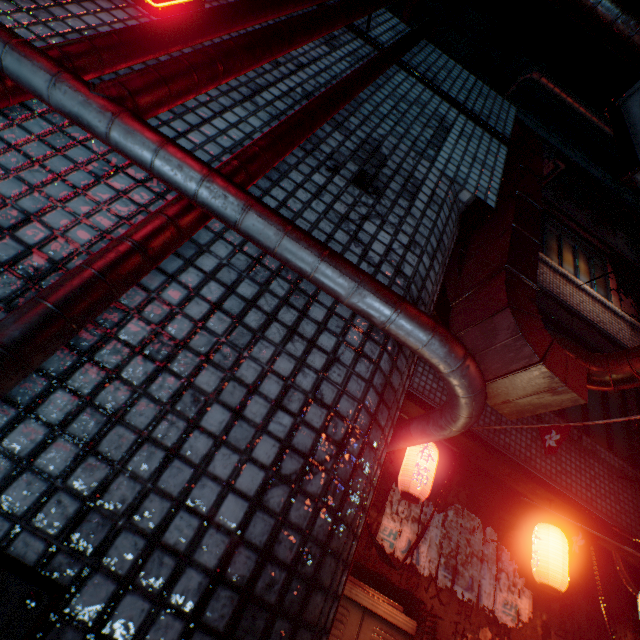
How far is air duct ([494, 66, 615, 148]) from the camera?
7.9 meters

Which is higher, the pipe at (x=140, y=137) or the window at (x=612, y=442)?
the window at (x=612, y=442)

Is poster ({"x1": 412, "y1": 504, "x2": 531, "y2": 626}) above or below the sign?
below

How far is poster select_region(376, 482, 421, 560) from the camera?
2.61m

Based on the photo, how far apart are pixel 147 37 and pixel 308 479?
1.5 meters

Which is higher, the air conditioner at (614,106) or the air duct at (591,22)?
the air duct at (591,22)

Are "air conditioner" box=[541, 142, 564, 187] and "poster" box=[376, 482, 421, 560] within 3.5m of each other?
no

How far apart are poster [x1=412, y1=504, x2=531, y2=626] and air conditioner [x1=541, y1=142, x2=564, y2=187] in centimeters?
648cm
